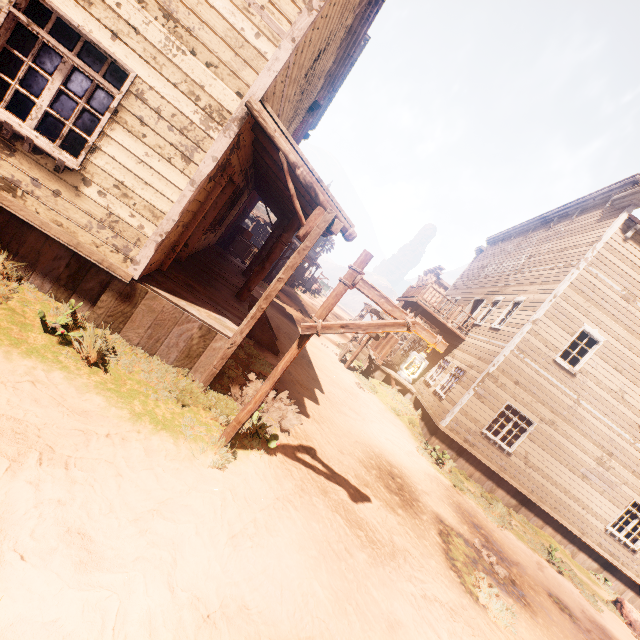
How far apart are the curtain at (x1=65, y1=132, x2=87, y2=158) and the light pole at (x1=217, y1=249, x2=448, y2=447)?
3.8m

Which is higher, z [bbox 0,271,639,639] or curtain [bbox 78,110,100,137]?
curtain [bbox 78,110,100,137]

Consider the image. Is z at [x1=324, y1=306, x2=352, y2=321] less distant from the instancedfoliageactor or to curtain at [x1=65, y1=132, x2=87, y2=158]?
the instancedfoliageactor

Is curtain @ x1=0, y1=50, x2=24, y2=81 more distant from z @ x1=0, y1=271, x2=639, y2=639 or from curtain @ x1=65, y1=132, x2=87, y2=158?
z @ x1=0, y1=271, x2=639, y2=639

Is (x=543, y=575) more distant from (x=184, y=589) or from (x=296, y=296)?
(x=296, y=296)

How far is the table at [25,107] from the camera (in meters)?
8.02

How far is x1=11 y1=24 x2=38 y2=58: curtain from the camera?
4.02m

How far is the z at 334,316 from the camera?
30.88m
